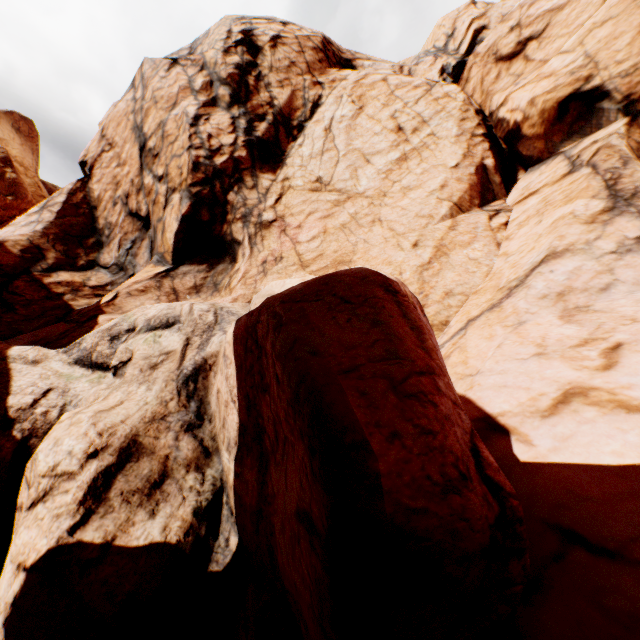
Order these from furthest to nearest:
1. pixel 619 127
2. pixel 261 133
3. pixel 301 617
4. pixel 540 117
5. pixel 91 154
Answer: pixel 91 154 → pixel 261 133 → pixel 540 117 → pixel 619 127 → pixel 301 617
